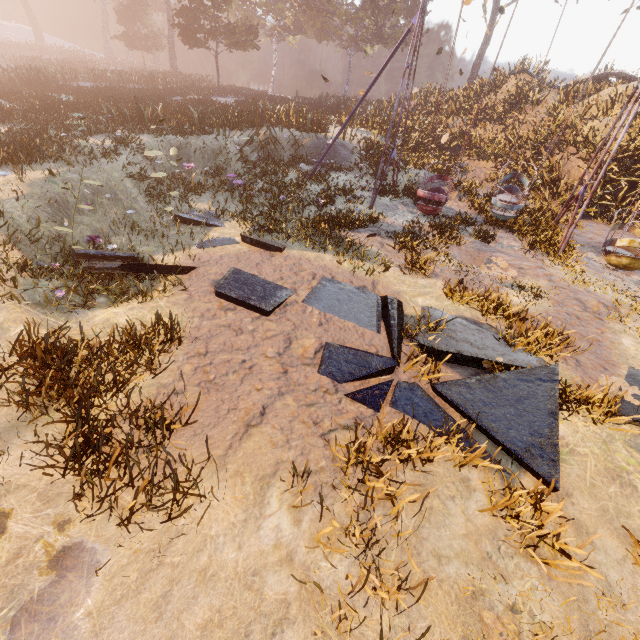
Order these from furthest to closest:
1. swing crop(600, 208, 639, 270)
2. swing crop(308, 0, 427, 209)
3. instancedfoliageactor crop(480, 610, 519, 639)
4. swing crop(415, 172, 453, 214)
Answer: swing crop(415, 172, 453, 214) → swing crop(308, 0, 427, 209) → swing crop(600, 208, 639, 270) → instancedfoliageactor crop(480, 610, 519, 639)

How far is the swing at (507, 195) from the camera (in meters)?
10.92

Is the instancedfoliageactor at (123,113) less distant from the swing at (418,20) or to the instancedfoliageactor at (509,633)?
the swing at (418,20)

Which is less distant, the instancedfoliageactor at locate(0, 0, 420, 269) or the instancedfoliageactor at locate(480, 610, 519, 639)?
the instancedfoliageactor at locate(480, 610, 519, 639)

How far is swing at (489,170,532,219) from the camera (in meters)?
10.92

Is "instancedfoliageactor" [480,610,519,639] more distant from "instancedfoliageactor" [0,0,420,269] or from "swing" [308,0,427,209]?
"instancedfoliageactor" [0,0,420,269]

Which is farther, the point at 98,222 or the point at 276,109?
the point at 276,109
